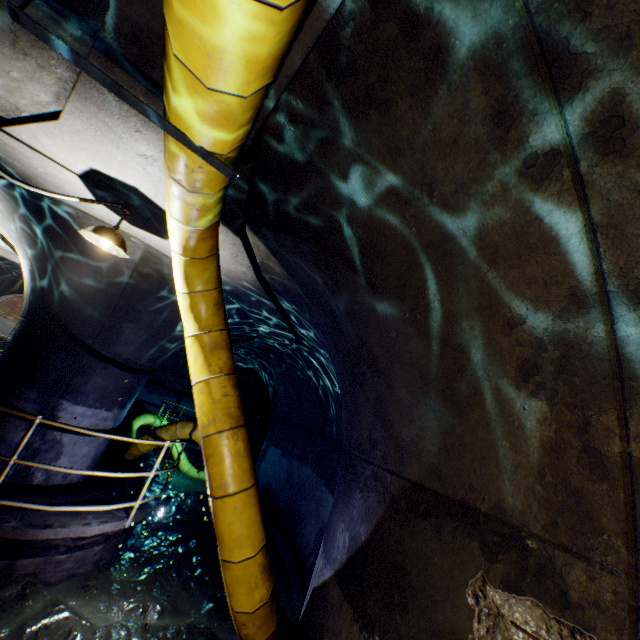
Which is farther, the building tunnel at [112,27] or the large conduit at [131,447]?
the large conduit at [131,447]

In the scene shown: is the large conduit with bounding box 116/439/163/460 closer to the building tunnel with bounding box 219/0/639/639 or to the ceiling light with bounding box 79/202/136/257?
the building tunnel with bounding box 219/0/639/639

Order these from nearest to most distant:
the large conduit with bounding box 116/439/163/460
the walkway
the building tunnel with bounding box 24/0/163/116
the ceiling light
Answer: the building tunnel with bounding box 24/0/163/116 → the ceiling light → the walkway → the large conduit with bounding box 116/439/163/460

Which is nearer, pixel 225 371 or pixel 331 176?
pixel 331 176

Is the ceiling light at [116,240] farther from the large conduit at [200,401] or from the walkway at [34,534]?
the walkway at [34,534]

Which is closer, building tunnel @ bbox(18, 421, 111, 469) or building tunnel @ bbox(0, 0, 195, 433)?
building tunnel @ bbox(0, 0, 195, 433)

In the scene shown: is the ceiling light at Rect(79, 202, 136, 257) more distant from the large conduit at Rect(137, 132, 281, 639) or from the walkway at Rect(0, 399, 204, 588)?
the walkway at Rect(0, 399, 204, 588)

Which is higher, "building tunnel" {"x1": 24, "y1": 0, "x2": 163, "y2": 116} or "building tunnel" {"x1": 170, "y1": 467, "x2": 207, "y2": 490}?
"building tunnel" {"x1": 24, "y1": 0, "x2": 163, "y2": 116}
